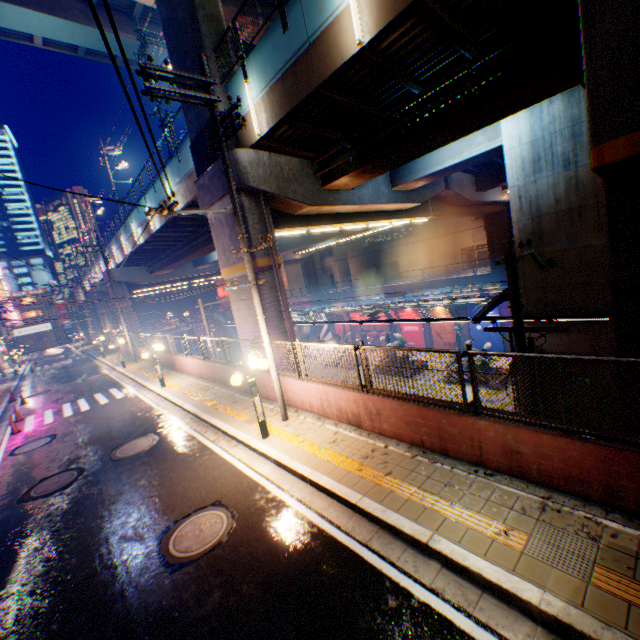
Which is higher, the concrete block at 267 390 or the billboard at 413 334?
the concrete block at 267 390

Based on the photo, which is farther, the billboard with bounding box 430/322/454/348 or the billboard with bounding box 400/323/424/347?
the billboard with bounding box 400/323/424/347

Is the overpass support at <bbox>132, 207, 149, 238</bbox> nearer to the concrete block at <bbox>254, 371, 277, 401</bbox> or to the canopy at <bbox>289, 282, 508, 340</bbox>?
the concrete block at <bbox>254, 371, 277, 401</bbox>

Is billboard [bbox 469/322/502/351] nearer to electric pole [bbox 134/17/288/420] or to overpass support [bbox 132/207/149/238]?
overpass support [bbox 132/207/149/238]

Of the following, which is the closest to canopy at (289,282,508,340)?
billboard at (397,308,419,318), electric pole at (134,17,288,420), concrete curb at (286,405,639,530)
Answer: billboard at (397,308,419,318)

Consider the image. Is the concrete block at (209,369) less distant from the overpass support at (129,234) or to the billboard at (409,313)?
the overpass support at (129,234)

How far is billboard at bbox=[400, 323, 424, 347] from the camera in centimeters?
3303cm

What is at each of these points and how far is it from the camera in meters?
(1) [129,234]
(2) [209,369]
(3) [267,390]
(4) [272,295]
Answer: (1) overpass support, 28.6 m
(2) concrete block, 15.2 m
(3) concrete block, 11.3 m
(4) overpass support, 13.7 m
